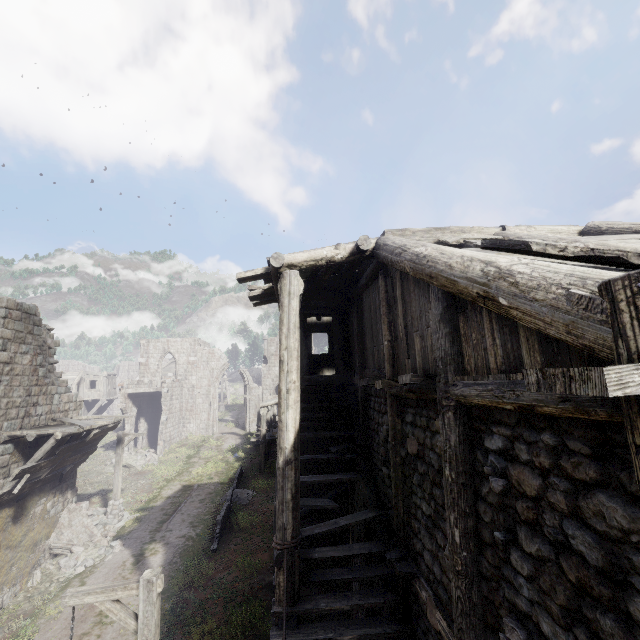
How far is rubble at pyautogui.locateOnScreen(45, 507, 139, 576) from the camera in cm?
1359

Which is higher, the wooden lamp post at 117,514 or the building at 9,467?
the building at 9,467

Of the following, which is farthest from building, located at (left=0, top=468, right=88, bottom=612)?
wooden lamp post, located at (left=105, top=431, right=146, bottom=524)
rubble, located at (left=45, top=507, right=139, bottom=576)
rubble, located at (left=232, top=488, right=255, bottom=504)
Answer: rubble, located at (left=232, top=488, right=255, bottom=504)

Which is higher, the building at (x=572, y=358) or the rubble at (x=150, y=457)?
the building at (x=572, y=358)

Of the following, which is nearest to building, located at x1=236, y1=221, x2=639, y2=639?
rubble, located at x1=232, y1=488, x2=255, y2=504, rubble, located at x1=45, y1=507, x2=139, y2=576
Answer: rubble, located at x1=45, y1=507, x2=139, y2=576

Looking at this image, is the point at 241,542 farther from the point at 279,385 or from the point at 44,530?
the point at 279,385

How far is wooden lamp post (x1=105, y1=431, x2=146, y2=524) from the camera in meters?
17.1

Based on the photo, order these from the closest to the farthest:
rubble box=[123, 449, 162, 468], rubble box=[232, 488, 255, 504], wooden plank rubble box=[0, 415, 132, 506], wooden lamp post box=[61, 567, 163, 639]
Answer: wooden lamp post box=[61, 567, 163, 639] → wooden plank rubble box=[0, 415, 132, 506] → rubble box=[232, 488, 255, 504] → rubble box=[123, 449, 162, 468]
